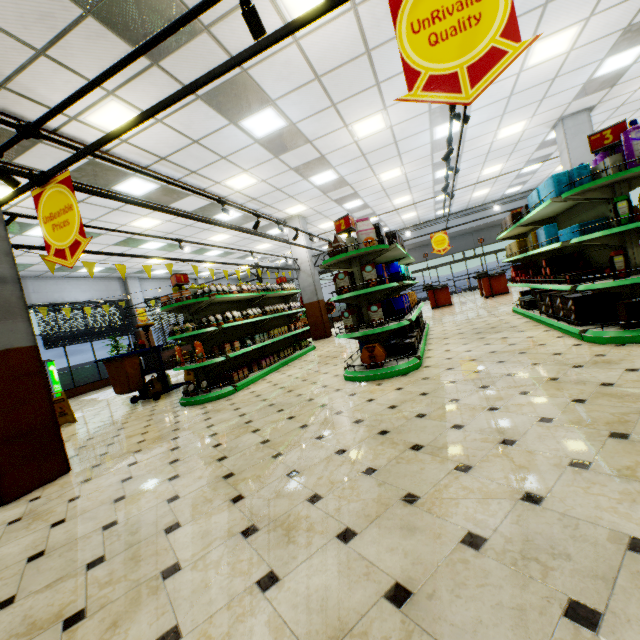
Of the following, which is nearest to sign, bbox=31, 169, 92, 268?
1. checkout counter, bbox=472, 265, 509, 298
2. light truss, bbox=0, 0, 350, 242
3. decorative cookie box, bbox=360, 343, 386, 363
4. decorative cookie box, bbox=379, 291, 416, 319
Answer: light truss, bbox=0, 0, 350, 242

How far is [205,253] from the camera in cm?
1516

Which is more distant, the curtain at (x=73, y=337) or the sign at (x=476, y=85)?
the curtain at (x=73, y=337)

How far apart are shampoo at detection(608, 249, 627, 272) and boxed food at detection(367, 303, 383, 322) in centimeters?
276cm

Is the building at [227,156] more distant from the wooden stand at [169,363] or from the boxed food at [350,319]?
the boxed food at [350,319]

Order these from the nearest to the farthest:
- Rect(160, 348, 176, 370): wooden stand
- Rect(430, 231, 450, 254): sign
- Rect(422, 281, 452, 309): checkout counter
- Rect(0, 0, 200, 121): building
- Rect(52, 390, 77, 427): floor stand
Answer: Rect(0, 0, 200, 121): building < Rect(52, 390, 77, 427): floor stand < Rect(430, 231, 450, 254): sign < Rect(422, 281, 452, 309): checkout counter < Rect(160, 348, 176, 370): wooden stand

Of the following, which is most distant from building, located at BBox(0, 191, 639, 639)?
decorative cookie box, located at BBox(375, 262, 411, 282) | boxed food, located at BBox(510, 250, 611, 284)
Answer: decorative cookie box, located at BBox(375, 262, 411, 282)

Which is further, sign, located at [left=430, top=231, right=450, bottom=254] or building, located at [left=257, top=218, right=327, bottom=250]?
building, located at [left=257, top=218, right=327, bottom=250]
